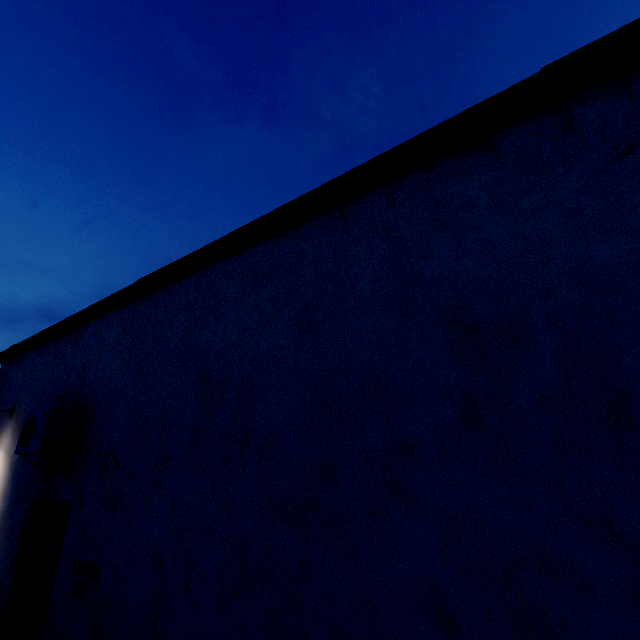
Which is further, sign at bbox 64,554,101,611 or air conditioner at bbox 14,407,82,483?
air conditioner at bbox 14,407,82,483

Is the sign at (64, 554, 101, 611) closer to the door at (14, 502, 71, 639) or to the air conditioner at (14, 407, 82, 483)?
the door at (14, 502, 71, 639)

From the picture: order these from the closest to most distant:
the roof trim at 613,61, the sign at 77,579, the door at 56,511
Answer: the roof trim at 613,61 → the sign at 77,579 → the door at 56,511

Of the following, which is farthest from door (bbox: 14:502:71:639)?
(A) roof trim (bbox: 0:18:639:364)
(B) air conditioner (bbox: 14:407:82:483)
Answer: (A) roof trim (bbox: 0:18:639:364)

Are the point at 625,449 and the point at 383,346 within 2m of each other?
yes

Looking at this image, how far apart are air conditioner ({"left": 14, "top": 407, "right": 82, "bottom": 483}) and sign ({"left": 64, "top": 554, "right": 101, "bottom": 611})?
1.0 meters

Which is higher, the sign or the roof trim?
the roof trim

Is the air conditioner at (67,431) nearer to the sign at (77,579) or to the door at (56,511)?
the door at (56,511)
